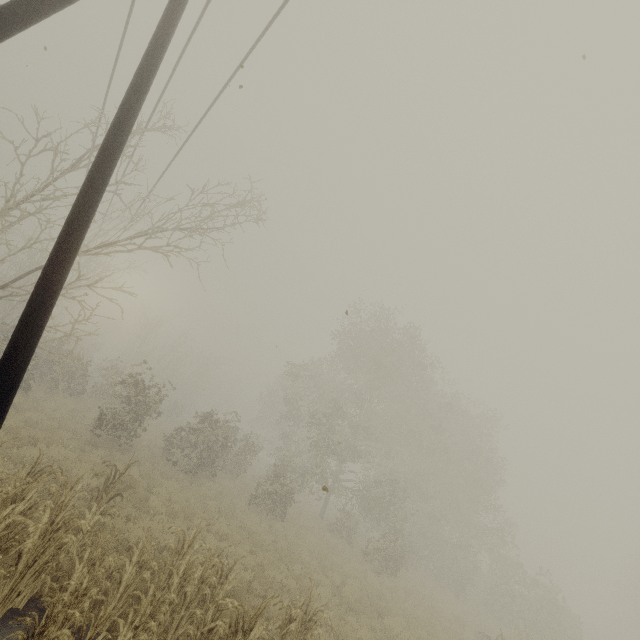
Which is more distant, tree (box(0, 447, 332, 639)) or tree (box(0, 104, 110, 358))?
tree (box(0, 104, 110, 358))

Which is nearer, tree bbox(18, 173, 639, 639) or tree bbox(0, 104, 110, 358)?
tree bbox(0, 104, 110, 358)

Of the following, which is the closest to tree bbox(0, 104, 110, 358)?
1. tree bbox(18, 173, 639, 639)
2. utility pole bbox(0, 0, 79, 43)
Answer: utility pole bbox(0, 0, 79, 43)

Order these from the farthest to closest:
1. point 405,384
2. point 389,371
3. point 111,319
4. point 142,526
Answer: point 111,319, point 405,384, point 389,371, point 142,526

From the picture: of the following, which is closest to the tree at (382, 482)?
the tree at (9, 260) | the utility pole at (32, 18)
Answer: the tree at (9, 260)

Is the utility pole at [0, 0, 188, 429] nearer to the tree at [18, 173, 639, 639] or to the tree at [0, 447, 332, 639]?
the tree at [0, 447, 332, 639]
